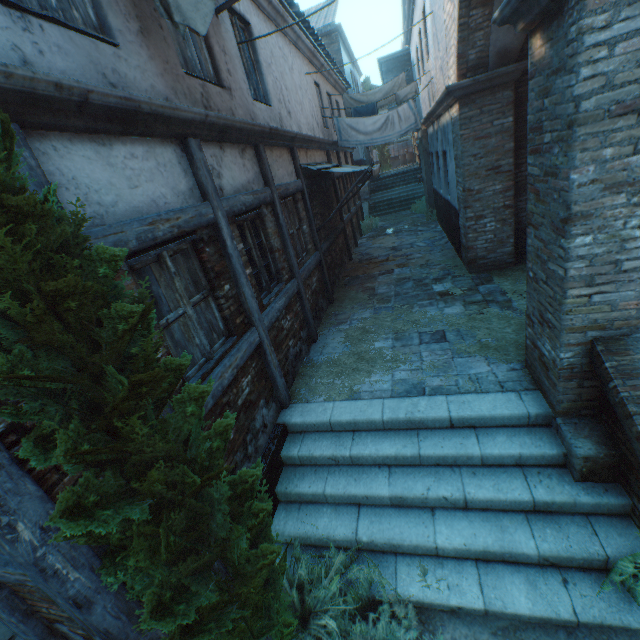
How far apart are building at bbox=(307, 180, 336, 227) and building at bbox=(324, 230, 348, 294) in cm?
24

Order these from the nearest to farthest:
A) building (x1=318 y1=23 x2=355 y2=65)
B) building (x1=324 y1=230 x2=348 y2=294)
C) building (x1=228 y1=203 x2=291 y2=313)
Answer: building (x1=228 y1=203 x2=291 y2=313) < building (x1=324 y1=230 x2=348 y2=294) < building (x1=318 y1=23 x2=355 y2=65)

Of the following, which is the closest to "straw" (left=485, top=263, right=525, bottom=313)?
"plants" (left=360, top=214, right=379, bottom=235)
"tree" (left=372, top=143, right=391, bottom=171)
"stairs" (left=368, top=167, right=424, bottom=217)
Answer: "plants" (left=360, top=214, right=379, bottom=235)

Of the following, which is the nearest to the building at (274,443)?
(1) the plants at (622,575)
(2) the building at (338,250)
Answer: (2) the building at (338,250)

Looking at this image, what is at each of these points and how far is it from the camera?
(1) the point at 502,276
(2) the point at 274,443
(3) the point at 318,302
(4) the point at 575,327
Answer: (1) straw, 7.3m
(2) building, 4.4m
(3) building, 7.5m
(4) building, 3.1m

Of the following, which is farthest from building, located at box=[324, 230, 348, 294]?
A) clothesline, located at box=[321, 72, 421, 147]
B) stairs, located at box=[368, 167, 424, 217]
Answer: stairs, located at box=[368, 167, 424, 217]

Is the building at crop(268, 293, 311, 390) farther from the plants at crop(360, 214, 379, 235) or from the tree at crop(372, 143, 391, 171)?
the tree at crop(372, 143, 391, 171)

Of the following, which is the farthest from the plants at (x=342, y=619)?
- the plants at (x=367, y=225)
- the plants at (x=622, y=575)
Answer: the plants at (x=367, y=225)
